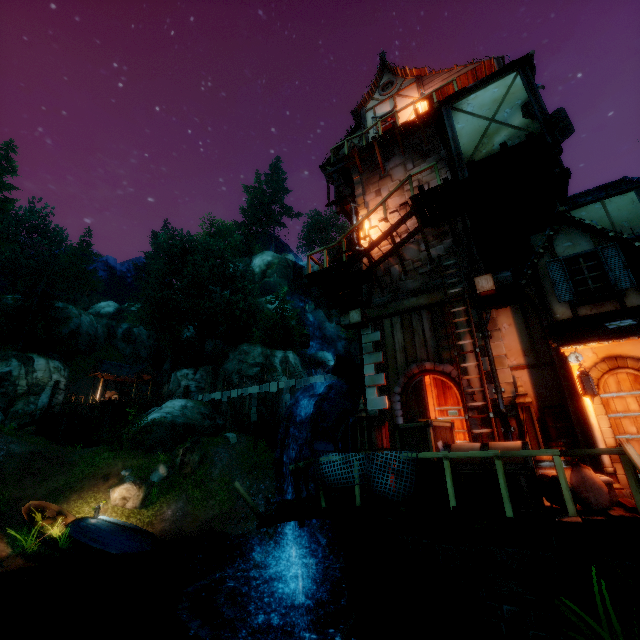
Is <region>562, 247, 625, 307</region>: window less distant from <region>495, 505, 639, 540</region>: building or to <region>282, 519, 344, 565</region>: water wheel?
<region>495, 505, 639, 540</region>: building

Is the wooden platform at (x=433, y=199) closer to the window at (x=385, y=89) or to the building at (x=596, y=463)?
the building at (x=596, y=463)

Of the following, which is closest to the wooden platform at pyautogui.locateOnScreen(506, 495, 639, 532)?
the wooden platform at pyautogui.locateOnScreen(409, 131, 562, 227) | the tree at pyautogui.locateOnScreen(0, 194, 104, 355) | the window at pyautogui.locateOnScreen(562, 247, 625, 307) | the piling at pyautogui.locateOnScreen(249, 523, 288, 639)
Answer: the piling at pyautogui.locateOnScreen(249, 523, 288, 639)

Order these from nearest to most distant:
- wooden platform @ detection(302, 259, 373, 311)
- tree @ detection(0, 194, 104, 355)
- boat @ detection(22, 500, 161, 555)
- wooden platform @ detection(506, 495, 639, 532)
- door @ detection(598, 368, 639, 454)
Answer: wooden platform @ detection(506, 495, 639, 532)
door @ detection(598, 368, 639, 454)
wooden platform @ detection(302, 259, 373, 311)
boat @ detection(22, 500, 161, 555)
tree @ detection(0, 194, 104, 355)

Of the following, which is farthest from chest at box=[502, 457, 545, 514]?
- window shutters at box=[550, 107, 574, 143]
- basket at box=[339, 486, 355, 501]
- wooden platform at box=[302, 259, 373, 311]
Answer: window shutters at box=[550, 107, 574, 143]

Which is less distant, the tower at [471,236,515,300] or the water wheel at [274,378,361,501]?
the tower at [471,236,515,300]

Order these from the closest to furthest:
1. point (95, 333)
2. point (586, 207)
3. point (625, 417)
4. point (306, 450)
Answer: point (625, 417) → point (306, 450) → point (586, 207) → point (95, 333)

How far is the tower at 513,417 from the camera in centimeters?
763cm
